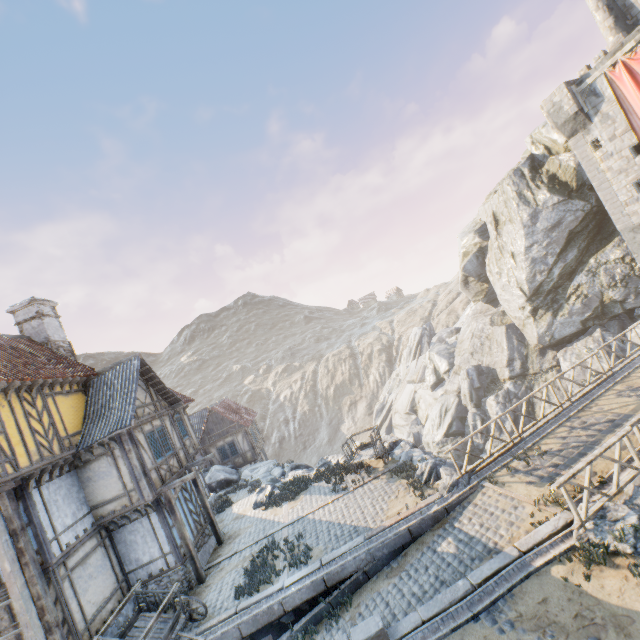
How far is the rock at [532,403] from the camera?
26.5 meters

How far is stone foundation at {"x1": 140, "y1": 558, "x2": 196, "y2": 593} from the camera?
12.8 meters

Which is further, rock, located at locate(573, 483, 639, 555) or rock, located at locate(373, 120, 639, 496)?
rock, located at locate(373, 120, 639, 496)

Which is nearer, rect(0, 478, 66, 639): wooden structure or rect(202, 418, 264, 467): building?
rect(0, 478, 66, 639): wooden structure

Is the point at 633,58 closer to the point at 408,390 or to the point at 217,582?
the point at 217,582

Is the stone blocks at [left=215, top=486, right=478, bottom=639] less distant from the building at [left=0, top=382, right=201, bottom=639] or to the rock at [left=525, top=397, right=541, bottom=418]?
the rock at [left=525, top=397, right=541, bottom=418]

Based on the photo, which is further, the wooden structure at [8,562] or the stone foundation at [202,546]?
the stone foundation at [202,546]
